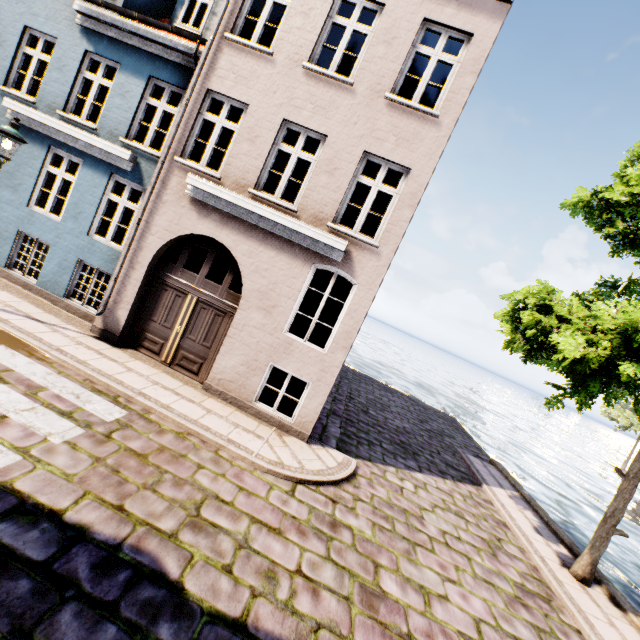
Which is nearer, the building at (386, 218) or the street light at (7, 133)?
the street light at (7, 133)

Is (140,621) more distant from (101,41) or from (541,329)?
(101,41)

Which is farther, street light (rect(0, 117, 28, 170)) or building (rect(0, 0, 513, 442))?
building (rect(0, 0, 513, 442))
